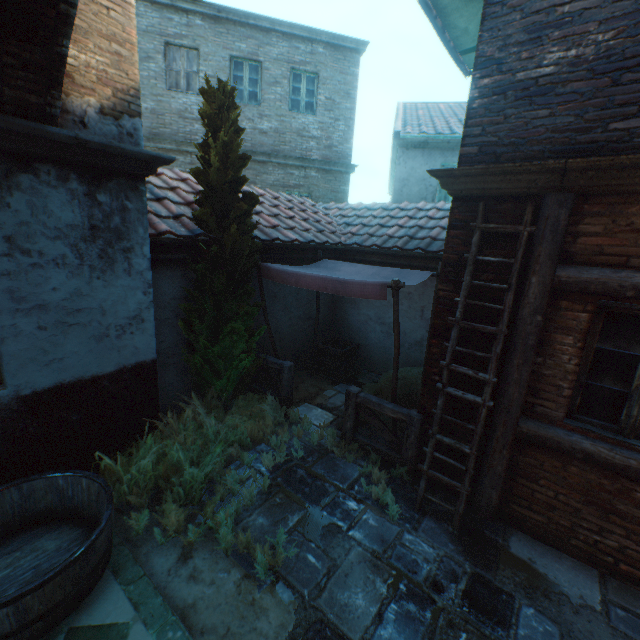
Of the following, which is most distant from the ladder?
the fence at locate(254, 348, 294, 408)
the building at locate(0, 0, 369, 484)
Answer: the fence at locate(254, 348, 294, 408)

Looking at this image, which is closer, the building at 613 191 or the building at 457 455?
the building at 613 191

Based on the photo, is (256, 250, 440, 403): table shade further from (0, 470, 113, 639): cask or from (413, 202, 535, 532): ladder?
(0, 470, 113, 639): cask

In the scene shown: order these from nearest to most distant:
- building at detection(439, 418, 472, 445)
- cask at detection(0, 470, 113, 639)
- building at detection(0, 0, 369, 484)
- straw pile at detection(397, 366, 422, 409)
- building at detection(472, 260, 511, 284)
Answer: cask at detection(0, 470, 113, 639)
building at detection(0, 0, 369, 484)
building at detection(472, 260, 511, 284)
building at detection(439, 418, 472, 445)
straw pile at detection(397, 366, 422, 409)

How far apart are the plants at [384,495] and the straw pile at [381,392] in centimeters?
115cm

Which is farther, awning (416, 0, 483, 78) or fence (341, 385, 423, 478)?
awning (416, 0, 483, 78)

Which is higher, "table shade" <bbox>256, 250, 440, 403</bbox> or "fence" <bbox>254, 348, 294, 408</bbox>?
"table shade" <bbox>256, 250, 440, 403</bbox>

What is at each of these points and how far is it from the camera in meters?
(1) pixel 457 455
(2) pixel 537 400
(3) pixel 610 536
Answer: (1) building, 4.1 m
(2) building, 3.4 m
(3) building, 3.2 m
